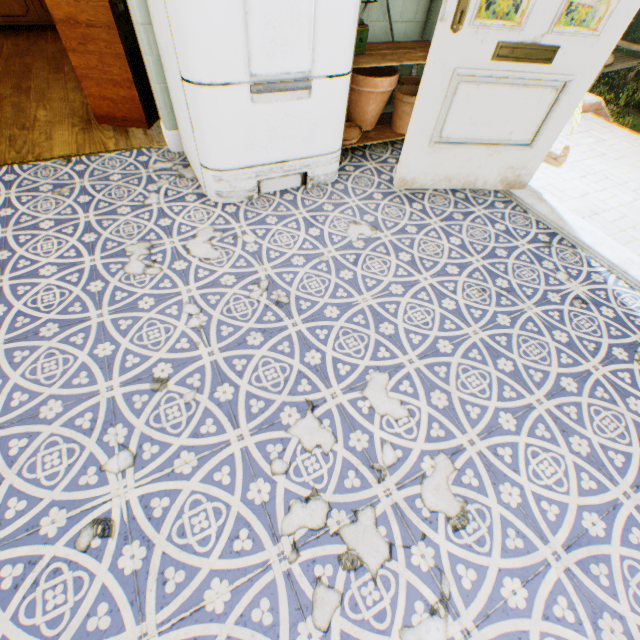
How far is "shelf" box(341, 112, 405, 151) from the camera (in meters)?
2.75

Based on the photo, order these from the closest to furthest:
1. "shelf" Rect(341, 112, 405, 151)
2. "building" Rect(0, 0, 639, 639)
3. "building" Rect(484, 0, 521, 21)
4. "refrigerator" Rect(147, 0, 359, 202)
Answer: "building" Rect(0, 0, 639, 639) < "refrigerator" Rect(147, 0, 359, 202) < "building" Rect(484, 0, 521, 21) < "shelf" Rect(341, 112, 405, 151)

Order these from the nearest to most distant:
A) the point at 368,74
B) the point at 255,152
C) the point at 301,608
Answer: the point at 301,608 → the point at 255,152 → the point at 368,74

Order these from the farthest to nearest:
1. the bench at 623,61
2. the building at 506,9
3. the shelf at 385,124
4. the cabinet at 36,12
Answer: the bench at 623,61, the cabinet at 36,12, the shelf at 385,124, the building at 506,9

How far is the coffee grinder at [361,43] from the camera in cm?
227

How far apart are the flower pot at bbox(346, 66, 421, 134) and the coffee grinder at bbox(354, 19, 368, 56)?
0.1m

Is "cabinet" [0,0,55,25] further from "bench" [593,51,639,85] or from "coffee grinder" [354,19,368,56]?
"bench" [593,51,639,85]

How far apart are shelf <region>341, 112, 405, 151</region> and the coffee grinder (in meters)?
0.19
